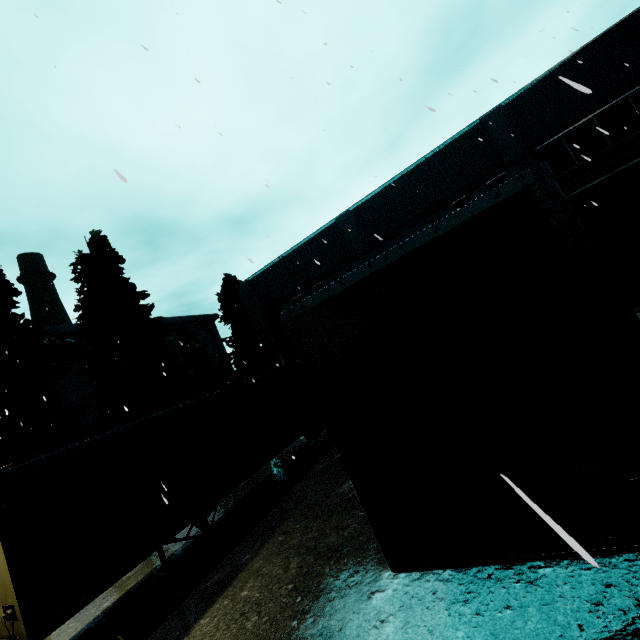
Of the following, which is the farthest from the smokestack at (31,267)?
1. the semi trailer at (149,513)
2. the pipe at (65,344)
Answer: the semi trailer at (149,513)

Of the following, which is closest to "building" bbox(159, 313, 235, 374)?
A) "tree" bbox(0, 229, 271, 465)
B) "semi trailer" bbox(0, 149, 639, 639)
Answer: "tree" bbox(0, 229, 271, 465)

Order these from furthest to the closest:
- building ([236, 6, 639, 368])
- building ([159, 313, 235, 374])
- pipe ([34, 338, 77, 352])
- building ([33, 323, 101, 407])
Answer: building ([159, 313, 235, 374]) < building ([33, 323, 101, 407]) < pipe ([34, 338, 77, 352]) < building ([236, 6, 639, 368])

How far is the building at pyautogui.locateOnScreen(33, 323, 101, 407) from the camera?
27.5m

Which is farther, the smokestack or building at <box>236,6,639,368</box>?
the smokestack

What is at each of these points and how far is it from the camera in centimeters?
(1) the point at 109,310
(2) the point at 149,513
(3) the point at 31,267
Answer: (1) tree, 1583cm
(2) semi trailer, 636cm
(3) smokestack, 3566cm

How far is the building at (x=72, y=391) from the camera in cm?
2752
